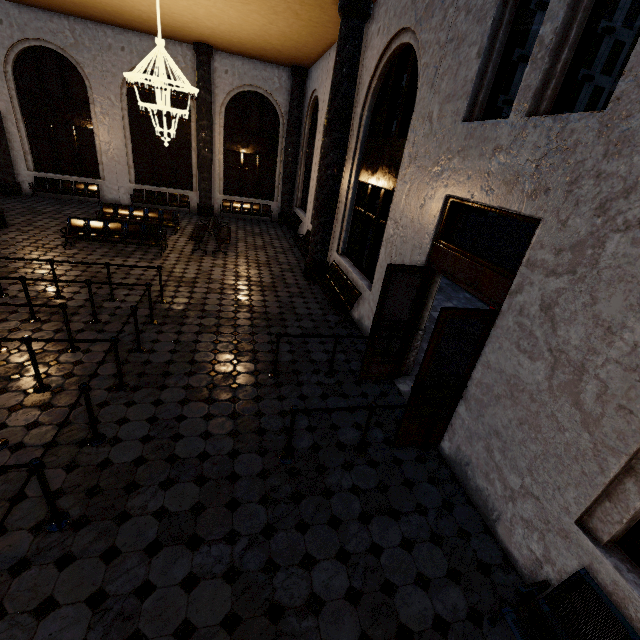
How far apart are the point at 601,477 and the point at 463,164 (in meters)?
3.79
